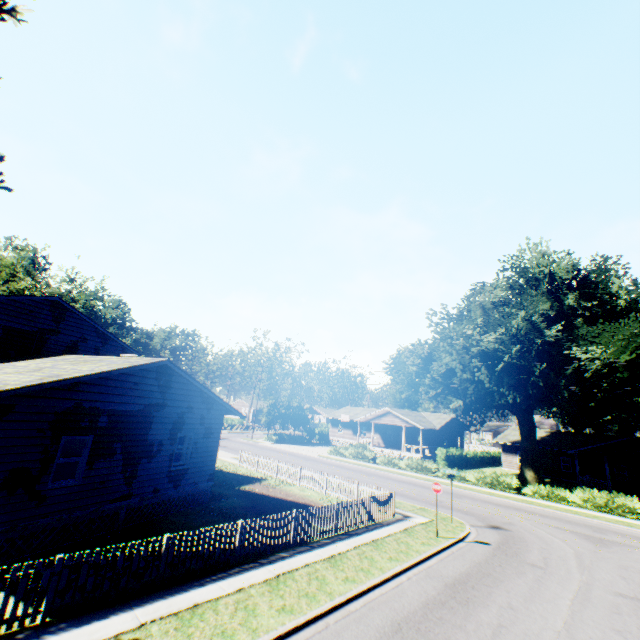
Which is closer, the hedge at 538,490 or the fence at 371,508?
the fence at 371,508

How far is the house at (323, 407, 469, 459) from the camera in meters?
43.6

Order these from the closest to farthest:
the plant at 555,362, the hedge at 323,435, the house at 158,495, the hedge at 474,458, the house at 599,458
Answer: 1. the house at 158,495
2. the plant at 555,362
3. the hedge at 474,458
4. the house at 599,458
5. the hedge at 323,435

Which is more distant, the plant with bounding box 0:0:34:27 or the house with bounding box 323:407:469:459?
the house with bounding box 323:407:469:459

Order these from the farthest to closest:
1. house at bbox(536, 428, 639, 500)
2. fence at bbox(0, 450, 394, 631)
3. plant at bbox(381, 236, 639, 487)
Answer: house at bbox(536, 428, 639, 500), plant at bbox(381, 236, 639, 487), fence at bbox(0, 450, 394, 631)

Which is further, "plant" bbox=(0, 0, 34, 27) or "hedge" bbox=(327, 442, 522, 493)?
"hedge" bbox=(327, 442, 522, 493)

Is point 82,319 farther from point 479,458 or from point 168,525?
point 479,458

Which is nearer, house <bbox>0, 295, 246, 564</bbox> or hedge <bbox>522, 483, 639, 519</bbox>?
house <bbox>0, 295, 246, 564</bbox>
